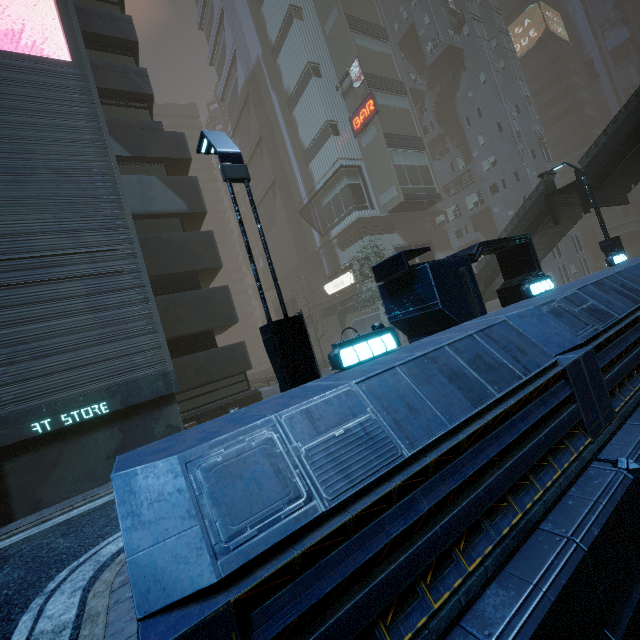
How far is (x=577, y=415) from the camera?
4.52m

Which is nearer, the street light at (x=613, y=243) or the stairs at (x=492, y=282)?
the street light at (x=613, y=243)

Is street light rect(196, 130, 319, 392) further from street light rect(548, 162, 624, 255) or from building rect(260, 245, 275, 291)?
street light rect(548, 162, 624, 255)

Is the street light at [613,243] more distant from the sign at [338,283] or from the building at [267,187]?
the sign at [338,283]

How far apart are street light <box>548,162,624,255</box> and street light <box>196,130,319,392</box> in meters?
15.0

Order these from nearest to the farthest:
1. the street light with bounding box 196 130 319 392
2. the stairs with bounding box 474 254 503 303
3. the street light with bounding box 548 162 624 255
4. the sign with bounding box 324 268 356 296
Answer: the street light with bounding box 196 130 319 392 < the street light with bounding box 548 162 624 255 < the stairs with bounding box 474 254 503 303 < the sign with bounding box 324 268 356 296

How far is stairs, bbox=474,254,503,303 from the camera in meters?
19.6

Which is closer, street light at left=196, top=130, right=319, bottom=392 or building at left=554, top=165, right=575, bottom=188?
street light at left=196, top=130, right=319, bottom=392
